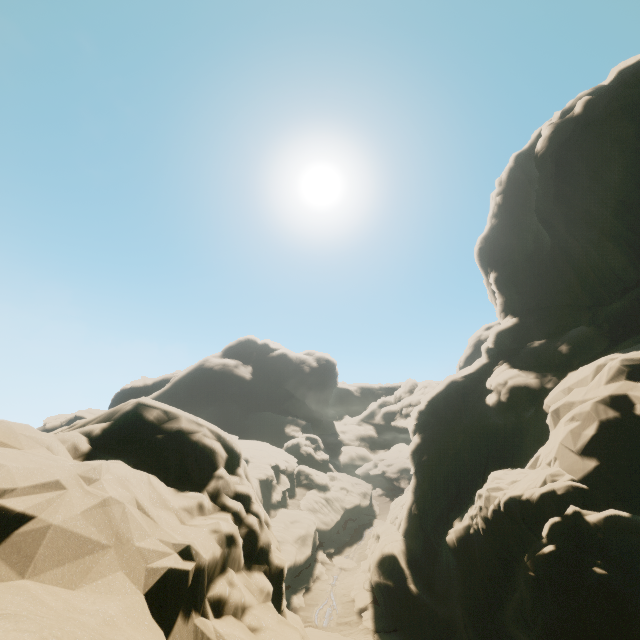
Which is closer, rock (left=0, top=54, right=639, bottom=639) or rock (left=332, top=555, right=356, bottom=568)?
rock (left=0, top=54, right=639, bottom=639)

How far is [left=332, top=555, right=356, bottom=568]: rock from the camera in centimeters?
3538cm

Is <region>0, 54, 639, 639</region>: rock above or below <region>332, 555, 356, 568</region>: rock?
above

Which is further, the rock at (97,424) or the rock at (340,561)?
the rock at (340,561)

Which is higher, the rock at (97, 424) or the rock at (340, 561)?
the rock at (97, 424)

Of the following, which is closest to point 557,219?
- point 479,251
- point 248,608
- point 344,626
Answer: point 479,251
